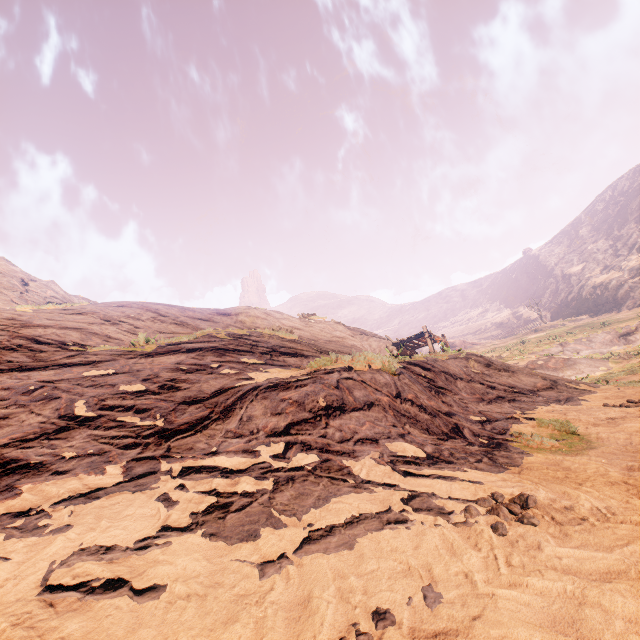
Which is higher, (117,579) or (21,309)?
(21,309)
